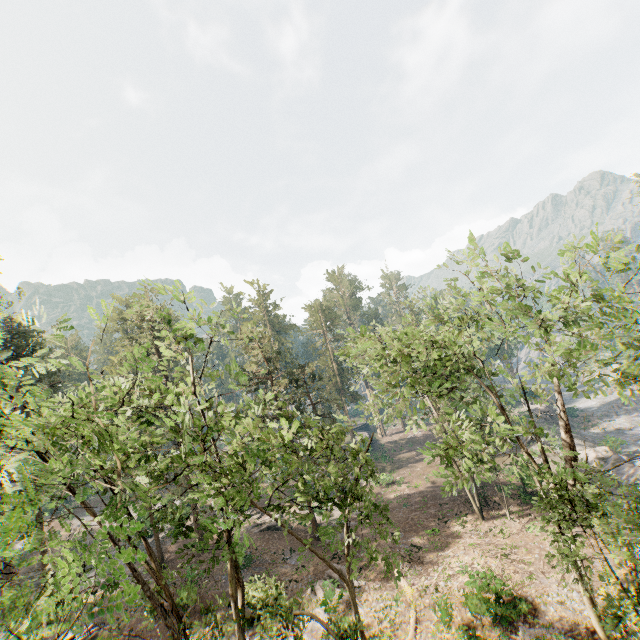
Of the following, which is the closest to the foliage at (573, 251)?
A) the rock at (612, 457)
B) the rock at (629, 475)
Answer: the rock at (629, 475)

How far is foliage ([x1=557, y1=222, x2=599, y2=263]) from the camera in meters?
10.4 m

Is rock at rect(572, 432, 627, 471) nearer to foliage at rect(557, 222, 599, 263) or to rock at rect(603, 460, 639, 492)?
rock at rect(603, 460, 639, 492)

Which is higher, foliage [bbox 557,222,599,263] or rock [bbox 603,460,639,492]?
foliage [bbox 557,222,599,263]

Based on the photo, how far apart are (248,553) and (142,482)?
30.07m

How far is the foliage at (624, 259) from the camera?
10.1m
